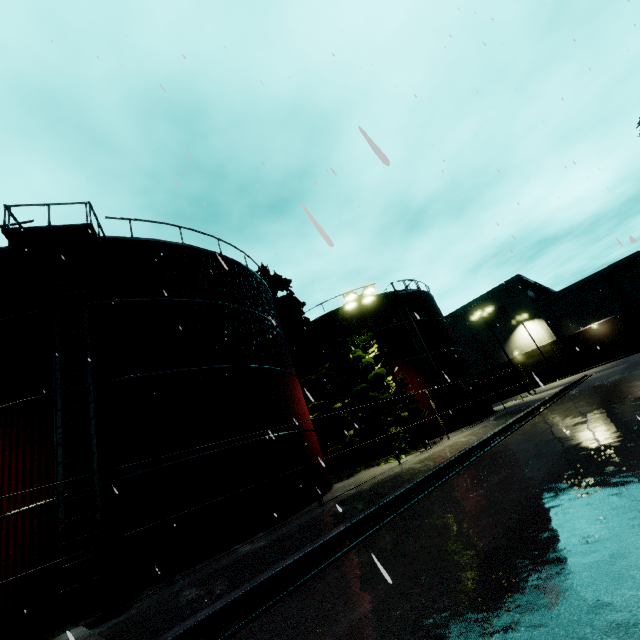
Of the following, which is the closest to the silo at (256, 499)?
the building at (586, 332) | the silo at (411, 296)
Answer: the building at (586, 332)

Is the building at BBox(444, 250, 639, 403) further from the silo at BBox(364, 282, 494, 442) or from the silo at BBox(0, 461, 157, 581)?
the silo at BBox(364, 282, 494, 442)

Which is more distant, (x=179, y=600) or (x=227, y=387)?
(x=227, y=387)

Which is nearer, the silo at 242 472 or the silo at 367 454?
the silo at 242 472

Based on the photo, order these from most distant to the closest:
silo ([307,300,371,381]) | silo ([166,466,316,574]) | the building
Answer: the building
silo ([307,300,371,381])
silo ([166,466,316,574])

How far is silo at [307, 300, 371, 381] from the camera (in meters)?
26.16

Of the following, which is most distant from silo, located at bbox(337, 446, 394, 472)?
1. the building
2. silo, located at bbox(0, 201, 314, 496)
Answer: the building
